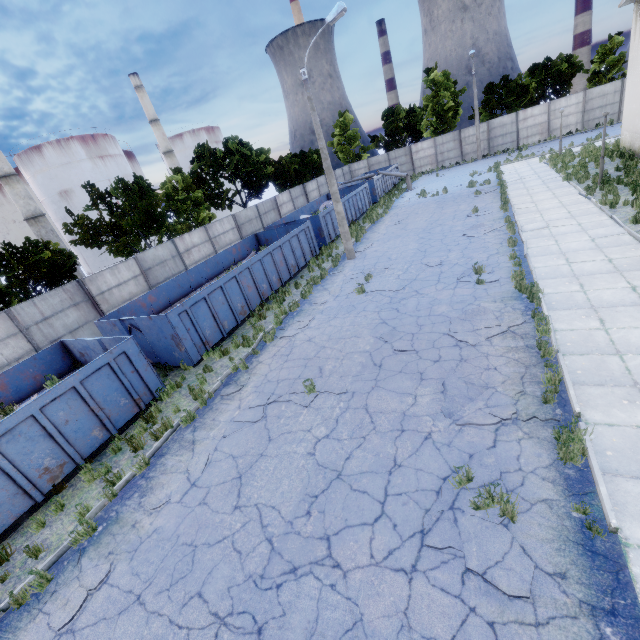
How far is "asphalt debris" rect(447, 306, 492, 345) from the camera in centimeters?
846cm

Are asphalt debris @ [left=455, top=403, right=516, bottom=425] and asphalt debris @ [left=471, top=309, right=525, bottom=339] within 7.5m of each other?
yes

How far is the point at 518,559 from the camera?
4.11m

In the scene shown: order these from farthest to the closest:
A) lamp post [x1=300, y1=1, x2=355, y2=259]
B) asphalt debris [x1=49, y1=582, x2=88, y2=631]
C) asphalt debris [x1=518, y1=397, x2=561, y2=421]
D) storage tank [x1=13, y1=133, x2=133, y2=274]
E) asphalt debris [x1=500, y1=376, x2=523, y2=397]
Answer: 1. storage tank [x1=13, y1=133, x2=133, y2=274]
2. lamp post [x1=300, y1=1, x2=355, y2=259]
3. asphalt debris [x1=500, y1=376, x2=523, y2=397]
4. asphalt debris [x1=518, y1=397, x2=561, y2=421]
5. asphalt debris [x1=49, y1=582, x2=88, y2=631]

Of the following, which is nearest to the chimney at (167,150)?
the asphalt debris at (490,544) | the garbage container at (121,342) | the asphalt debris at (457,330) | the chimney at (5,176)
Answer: the chimney at (5,176)

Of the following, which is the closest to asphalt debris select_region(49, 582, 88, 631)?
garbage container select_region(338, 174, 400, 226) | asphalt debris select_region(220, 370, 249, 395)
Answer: asphalt debris select_region(220, 370, 249, 395)

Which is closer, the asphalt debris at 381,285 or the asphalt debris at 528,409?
A: the asphalt debris at 528,409

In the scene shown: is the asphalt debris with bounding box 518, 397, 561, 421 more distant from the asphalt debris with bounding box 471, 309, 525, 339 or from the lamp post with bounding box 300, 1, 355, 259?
the lamp post with bounding box 300, 1, 355, 259
